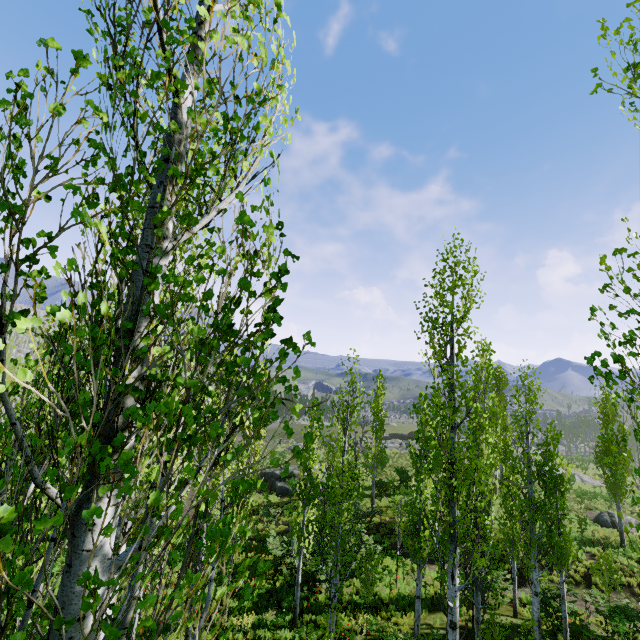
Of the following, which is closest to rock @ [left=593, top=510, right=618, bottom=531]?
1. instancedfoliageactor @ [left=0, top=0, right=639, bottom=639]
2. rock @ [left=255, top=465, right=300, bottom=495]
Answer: instancedfoliageactor @ [left=0, top=0, right=639, bottom=639]

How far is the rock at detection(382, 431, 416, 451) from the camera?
46.41m

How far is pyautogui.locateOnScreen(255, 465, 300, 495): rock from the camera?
30.1m

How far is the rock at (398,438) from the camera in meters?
46.4

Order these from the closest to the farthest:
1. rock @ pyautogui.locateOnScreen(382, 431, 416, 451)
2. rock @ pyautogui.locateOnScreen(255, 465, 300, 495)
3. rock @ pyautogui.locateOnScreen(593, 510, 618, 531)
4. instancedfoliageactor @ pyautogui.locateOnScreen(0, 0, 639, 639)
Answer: instancedfoliageactor @ pyautogui.locateOnScreen(0, 0, 639, 639) → rock @ pyautogui.locateOnScreen(593, 510, 618, 531) → rock @ pyautogui.locateOnScreen(255, 465, 300, 495) → rock @ pyautogui.locateOnScreen(382, 431, 416, 451)

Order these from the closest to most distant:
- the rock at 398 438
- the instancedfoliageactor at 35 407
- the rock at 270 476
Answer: the instancedfoliageactor at 35 407
the rock at 270 476
the rock at 398 438

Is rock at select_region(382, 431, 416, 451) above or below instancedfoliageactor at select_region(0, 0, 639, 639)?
below

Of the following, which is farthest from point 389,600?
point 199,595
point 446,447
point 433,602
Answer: point 199,595
